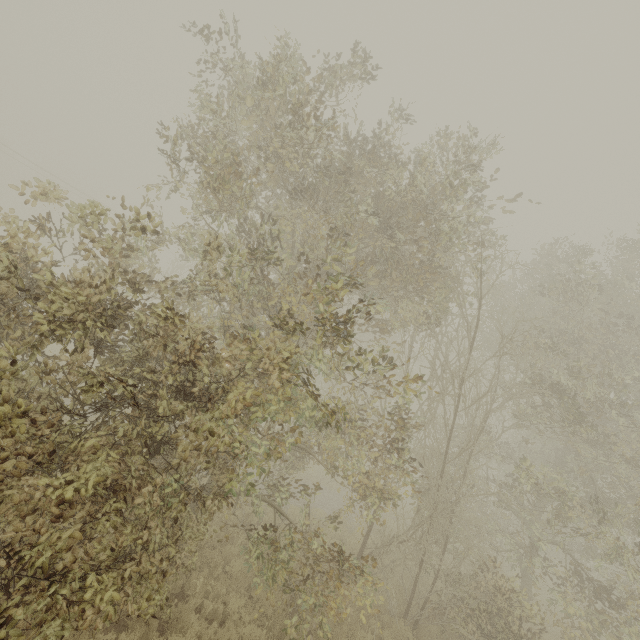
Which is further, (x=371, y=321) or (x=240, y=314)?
(x=371, y=321)

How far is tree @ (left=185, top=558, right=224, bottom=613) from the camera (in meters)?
6.70

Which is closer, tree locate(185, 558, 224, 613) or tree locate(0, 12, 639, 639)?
tree locate(0, 12, 639, 639)

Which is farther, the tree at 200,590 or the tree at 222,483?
the tree at 200,590

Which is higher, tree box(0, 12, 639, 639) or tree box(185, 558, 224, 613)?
tree box(0, 12, 639, 639)

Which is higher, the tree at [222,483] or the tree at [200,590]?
the tree at [222,483]
